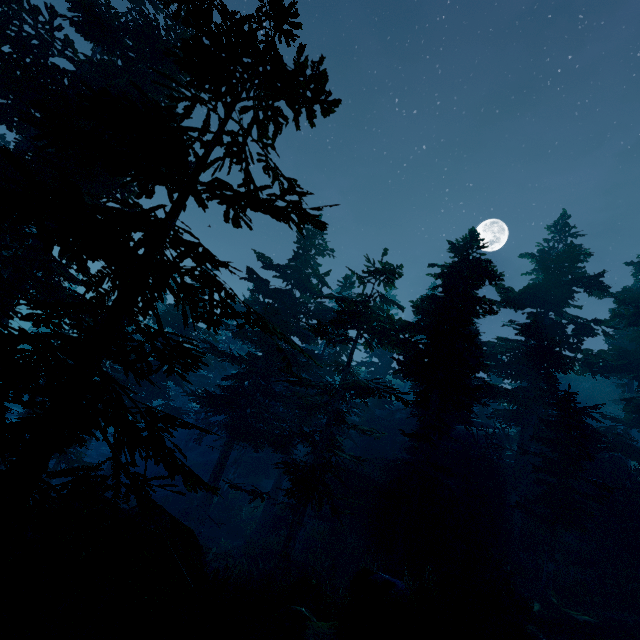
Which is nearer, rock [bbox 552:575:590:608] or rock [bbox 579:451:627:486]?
rock [bbox 552:575:590:608]

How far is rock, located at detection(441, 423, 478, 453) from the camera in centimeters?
2945cm

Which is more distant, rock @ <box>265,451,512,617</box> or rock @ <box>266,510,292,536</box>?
rock @ <box>266,510,292,536</box>

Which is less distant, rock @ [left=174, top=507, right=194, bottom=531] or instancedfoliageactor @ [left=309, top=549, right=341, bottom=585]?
rock @ [left=174, top=507, right=194, bottom=531]

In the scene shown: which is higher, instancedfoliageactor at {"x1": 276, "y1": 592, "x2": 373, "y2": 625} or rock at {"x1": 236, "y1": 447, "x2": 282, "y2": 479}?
instancedfoliageactor at {"x1": 276, "y1": 592, "x2": 373, "y2": 625}

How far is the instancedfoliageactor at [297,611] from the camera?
10.1 meters

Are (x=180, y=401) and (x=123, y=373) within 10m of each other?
no

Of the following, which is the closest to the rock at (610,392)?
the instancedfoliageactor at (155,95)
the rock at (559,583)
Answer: the instancedfoliageactor at (155,95)
